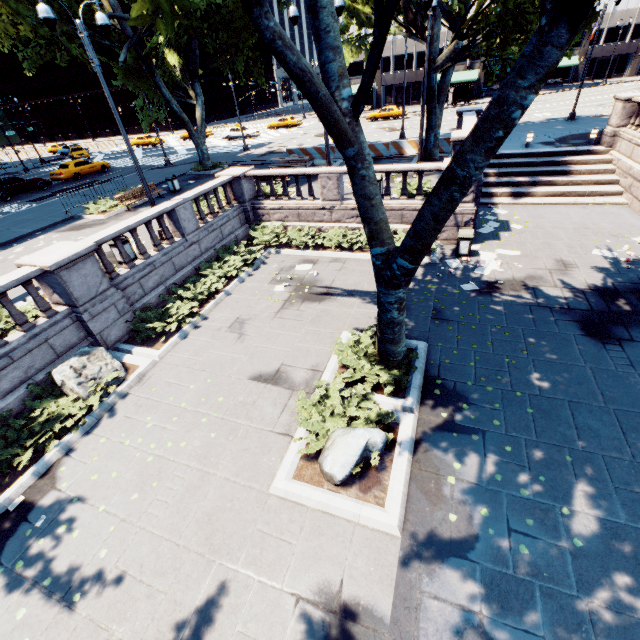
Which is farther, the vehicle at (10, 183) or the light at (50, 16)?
the vehicle at (10, 183)

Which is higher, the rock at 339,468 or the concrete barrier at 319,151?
the concrete barrier at 319,151

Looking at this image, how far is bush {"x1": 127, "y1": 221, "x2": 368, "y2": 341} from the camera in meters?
10.7

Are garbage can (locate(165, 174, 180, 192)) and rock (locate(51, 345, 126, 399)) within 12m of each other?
no

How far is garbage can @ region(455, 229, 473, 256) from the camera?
12.3m

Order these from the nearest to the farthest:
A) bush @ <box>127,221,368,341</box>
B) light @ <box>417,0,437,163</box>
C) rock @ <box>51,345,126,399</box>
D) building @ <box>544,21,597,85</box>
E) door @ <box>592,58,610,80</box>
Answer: rock @ <box>51,345,126,399</box>
bush @ <box>127,221,368,341</box>
light @ <box>417,0,437,163</box>
building @ <box>544,21,597,85</box>
door @ <box>592,58,610,80</box>

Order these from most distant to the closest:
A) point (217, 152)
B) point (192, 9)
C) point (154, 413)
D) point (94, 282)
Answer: point (217, 152)
point (94, 282)
point (154, 413)
point (192, 9)

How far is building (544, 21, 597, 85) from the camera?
54.10m
